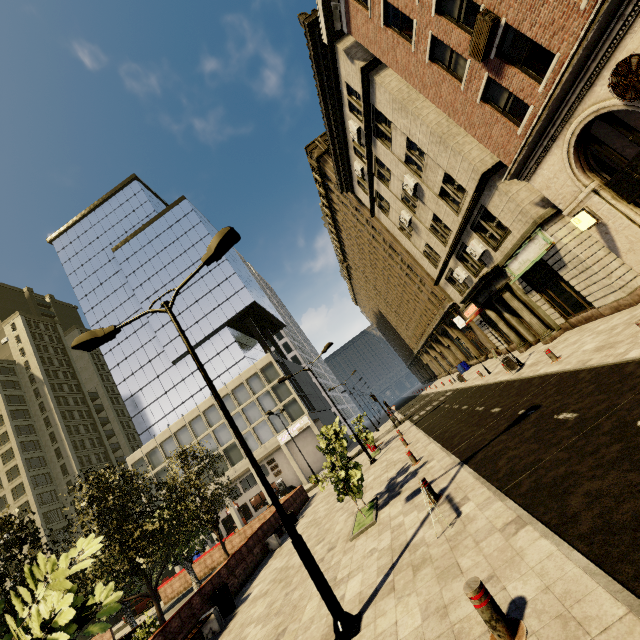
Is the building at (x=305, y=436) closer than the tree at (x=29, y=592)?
No

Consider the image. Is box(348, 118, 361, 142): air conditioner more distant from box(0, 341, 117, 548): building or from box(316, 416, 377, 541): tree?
box(0, 341, 117, 548): building

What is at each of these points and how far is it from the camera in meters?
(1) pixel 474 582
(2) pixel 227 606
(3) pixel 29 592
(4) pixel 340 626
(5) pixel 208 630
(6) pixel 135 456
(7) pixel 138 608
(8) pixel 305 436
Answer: (1) metal bar, 3.6 m
(2) trash bin, 11.2 m
(3) tree, 1.9 m
(4) street light, 5.4 m
(5) bench, 10.3 m
(6) building, 45.1 m
(7) car, 31.2 m
(8) building, 46.2 m

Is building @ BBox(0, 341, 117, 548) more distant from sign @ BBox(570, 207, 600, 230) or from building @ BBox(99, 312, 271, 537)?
sign @ BBox(570, 207, 600, 230)

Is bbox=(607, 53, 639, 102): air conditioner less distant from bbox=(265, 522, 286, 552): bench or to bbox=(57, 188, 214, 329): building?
bbox=(57, 188, 214, 329): building

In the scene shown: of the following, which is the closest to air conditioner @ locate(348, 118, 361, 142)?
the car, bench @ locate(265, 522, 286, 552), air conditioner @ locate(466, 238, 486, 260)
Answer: air conditioner @ locate(466, 238, 486, 260)

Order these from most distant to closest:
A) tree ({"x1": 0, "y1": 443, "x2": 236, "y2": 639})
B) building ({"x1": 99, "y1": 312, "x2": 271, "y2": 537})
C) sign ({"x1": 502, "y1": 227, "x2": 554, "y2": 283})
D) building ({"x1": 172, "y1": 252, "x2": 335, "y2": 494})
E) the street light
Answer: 1. building ({"x1": 99, "y1": 312, "x2": 271, "y2": 537})
2. building ({"x1": 172, "y1": 252, "x2": 335, "y2": 494})
3. sign ({"x1": 502, "y1": 227, "x2": 554, "y2": 283})
4. the street light
5. tree ({"x1": 0, "y1": 443, "x2": 236, "y2": 639})

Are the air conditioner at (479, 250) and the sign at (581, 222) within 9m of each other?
yes
